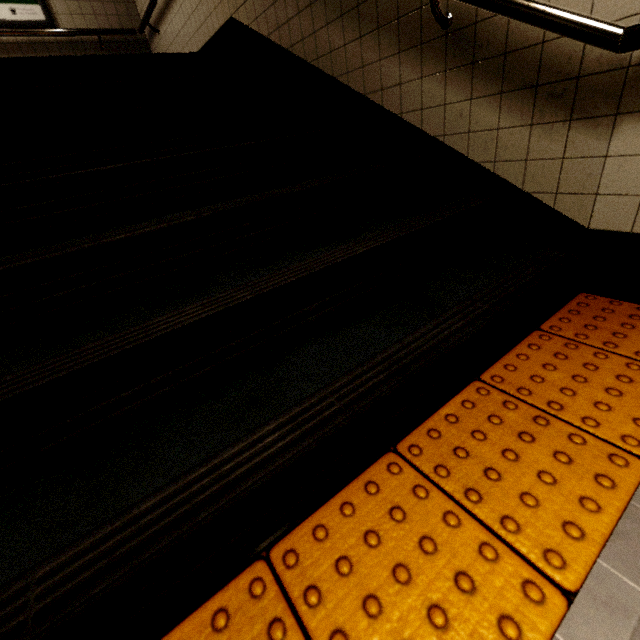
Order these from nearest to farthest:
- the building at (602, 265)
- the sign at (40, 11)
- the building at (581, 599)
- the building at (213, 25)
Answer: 1. the building at (581, 599)
2. the building at (602, 265)
3. the building at (213, 25)
4. the sign at (40, 11)

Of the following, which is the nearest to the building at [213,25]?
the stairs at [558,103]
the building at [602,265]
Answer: the stairs at [558,103]

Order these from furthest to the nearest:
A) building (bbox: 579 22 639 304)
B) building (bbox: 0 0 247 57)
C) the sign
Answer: the sign
building (bbox: 0 0 247 57)
building (bbox: 579 22 639 304)

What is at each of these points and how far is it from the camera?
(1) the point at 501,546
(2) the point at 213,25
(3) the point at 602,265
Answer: (1) groundtactileadastrip, 0.74m
(2) building, 3.18m
(3) building, 1.51m

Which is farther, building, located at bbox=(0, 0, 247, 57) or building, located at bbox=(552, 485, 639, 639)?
building, located at bbox=(0, 0, 247, 57)

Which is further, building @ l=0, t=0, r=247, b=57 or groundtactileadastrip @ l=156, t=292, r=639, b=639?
building @ l=0, t=0, r=247, b=57

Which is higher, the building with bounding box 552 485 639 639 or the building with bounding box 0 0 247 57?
the building with bounding box 0 0 247 57

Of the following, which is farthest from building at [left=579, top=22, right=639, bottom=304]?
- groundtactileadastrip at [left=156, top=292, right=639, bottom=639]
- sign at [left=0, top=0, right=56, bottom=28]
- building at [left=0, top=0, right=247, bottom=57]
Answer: sign at [left=0, top=0, right=56, bottom=28]
